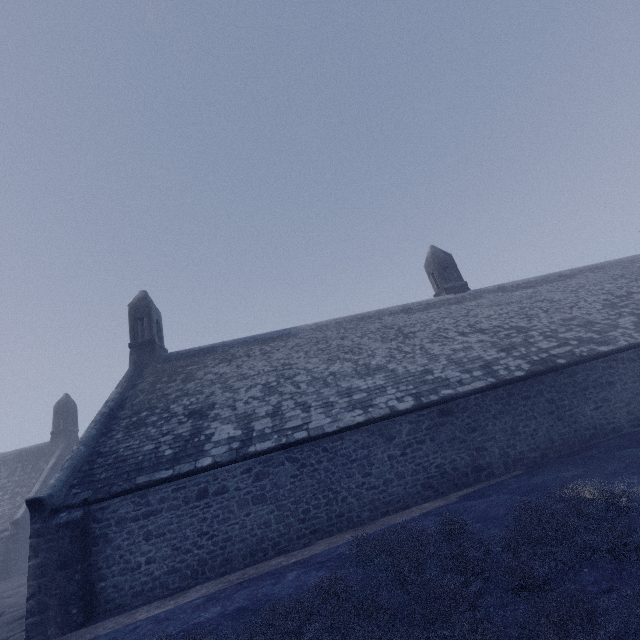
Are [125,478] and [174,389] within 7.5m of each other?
yes
